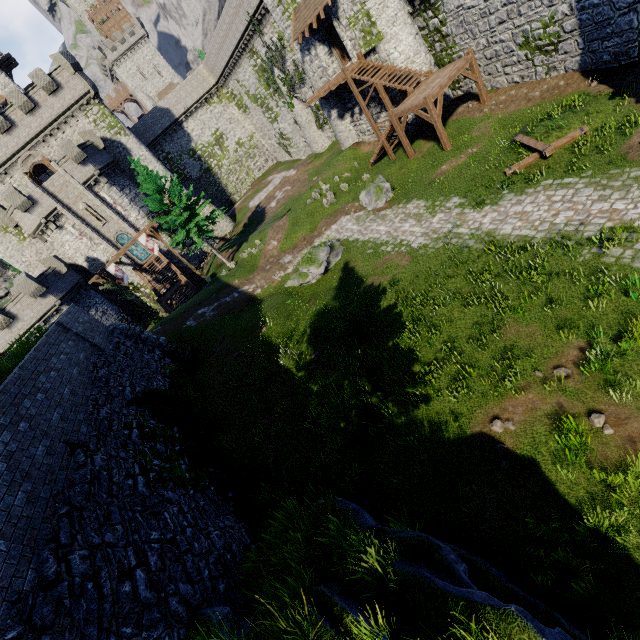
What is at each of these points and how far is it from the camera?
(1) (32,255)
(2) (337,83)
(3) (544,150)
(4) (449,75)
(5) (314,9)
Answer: (1) building tower, 35.66m
(2) wooden platform, 24.05m
(3) wooden beam, 13.05m
(4) stairs, 17.70m
(5) awning, 21.88m

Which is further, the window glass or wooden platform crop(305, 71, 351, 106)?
the window glass

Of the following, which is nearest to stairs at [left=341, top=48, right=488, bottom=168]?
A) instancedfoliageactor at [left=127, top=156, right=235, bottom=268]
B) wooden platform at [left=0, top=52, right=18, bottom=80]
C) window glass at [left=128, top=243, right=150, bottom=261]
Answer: instancedfoliageactor at [left=127, top=156, right=235, bottom=268]

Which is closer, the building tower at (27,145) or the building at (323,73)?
the building at (323,73)

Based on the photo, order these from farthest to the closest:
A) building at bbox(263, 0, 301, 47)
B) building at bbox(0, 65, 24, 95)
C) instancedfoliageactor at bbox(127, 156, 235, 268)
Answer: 1. building at bbox(0, 65, 24, 95)
2. instancedfoliageactor at bbox(127, 156, 235, 268)
3. building at bbox(263, 0, 301, 47)

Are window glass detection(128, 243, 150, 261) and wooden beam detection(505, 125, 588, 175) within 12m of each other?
no

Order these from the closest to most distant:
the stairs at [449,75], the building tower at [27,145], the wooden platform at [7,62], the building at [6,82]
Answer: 1. the stairs at [449,75]
2. the building tower at [27,145]
3. the building at [6,82]
4. the wooden platform at [7,62]

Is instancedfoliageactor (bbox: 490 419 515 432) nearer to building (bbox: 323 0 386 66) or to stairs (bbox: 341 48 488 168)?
stairs (bbox: 341 48 488 168)
